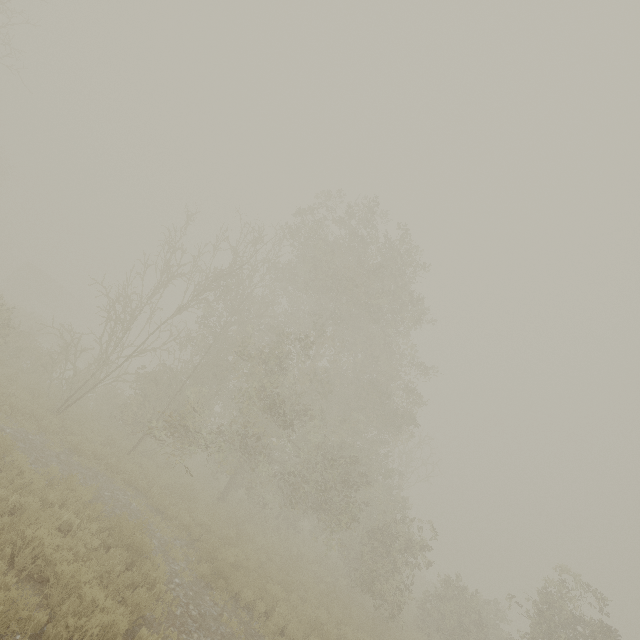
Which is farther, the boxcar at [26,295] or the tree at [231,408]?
the boxcar at [26,295]

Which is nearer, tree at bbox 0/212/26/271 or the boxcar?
the boxcar

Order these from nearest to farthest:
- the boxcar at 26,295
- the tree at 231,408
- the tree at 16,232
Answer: the tree at 231,408, the boxcar at 26,295, the tree at 16,232

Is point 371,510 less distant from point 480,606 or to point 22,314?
point 480,606

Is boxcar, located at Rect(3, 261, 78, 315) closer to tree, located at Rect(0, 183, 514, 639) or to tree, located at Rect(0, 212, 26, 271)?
tree, located at Rect(0, 212, 26, 271)

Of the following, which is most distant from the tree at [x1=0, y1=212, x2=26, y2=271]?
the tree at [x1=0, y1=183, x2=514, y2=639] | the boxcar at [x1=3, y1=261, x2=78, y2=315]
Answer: the tree at [x1=0, y1=183, x2=514, y2=639]
